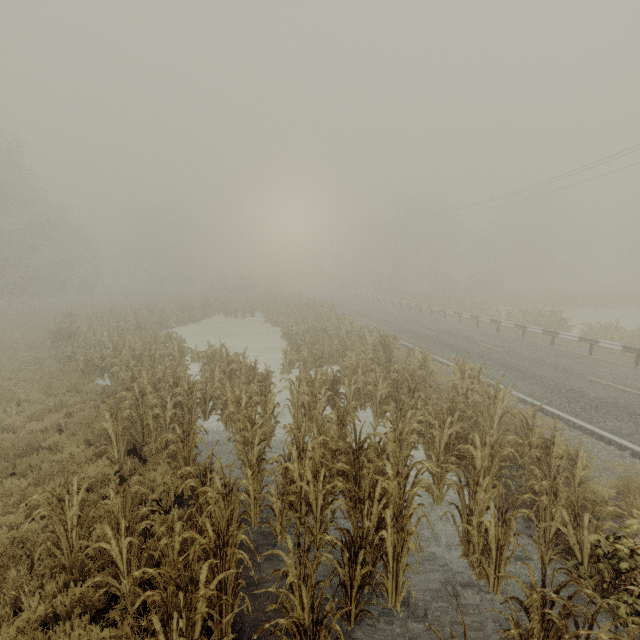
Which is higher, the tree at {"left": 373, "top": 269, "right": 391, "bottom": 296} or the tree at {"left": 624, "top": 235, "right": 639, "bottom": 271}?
the tree at {"left": 624, "top": 235, "right": 639, "bottom": 271}

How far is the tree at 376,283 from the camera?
51.5 meters

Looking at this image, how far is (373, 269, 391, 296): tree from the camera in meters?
51.5 m

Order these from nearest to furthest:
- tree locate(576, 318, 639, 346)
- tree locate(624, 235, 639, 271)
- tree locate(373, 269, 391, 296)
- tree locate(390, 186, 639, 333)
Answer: tree locate(576, 318, 639, 346) < tree locate(390, 186, 639, 333) < tree locate(373, 269, 391, 296) < tree locate(624, 235, 639, 271)

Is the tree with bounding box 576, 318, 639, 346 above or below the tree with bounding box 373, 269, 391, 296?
below

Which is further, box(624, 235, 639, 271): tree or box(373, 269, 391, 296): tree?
box(624, 235, 639, 271): tree

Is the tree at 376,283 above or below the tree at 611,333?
above

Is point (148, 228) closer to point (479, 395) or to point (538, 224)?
point (479, 395)
